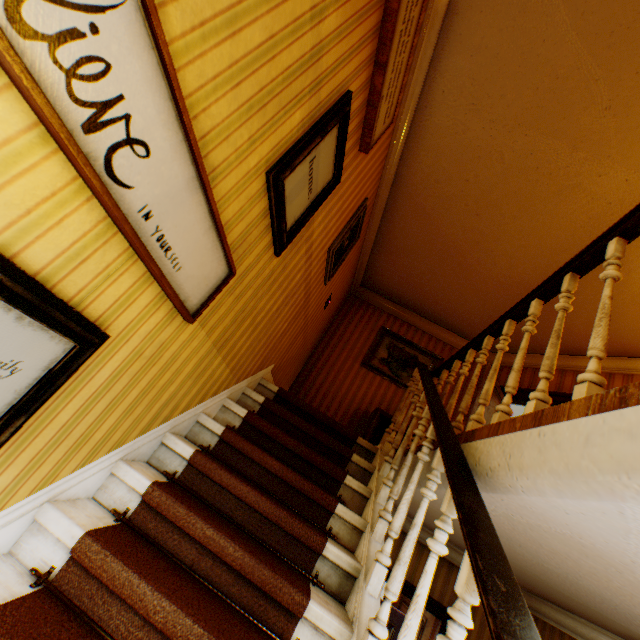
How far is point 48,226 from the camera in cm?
94

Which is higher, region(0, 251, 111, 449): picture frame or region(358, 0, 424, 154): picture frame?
region(358, 0, 424, 154): picture frame

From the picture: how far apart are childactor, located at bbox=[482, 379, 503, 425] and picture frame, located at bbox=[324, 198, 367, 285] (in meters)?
2.86

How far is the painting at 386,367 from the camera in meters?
6.3

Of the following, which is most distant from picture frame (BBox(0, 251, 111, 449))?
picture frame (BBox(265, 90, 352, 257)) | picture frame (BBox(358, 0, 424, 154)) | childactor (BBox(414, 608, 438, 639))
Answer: childactor (BBox(414, 608, 438, 639))

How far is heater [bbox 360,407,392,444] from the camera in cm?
530

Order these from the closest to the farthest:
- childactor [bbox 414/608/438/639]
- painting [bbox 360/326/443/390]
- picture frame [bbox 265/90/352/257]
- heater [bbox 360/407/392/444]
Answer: picture frame [bbox 265/90/352/257] → childactor [bbox 414/608/438/639] → heater [bbox 360/407/392/444] → painting [bbox 360/326/443/390]

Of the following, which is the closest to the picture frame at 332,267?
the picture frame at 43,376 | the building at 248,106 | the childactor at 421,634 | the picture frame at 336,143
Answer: the building at 248,106
